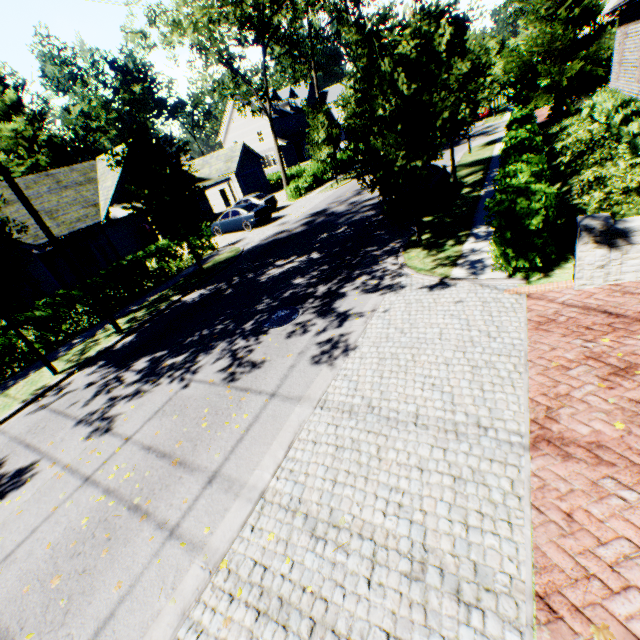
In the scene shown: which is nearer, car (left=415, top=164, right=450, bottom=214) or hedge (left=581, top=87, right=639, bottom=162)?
hedge (left=581, top=87, right=639, bottom=162)

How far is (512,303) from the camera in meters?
6.7

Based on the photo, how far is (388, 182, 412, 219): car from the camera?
12.7m

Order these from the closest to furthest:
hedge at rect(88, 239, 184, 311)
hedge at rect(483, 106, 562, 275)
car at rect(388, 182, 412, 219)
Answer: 1. hedge at rect(483, 106, 562, 275)
2. car at rect(388, 182, 412, 219)
3. hedge at rect(88, 239, 184, 311)

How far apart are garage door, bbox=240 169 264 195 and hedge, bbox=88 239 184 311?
22.0 meters

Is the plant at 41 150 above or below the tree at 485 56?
above

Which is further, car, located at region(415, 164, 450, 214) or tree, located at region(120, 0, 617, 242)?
car, located at region(415, 164, 450, 214)

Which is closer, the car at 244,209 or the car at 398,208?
the car at 398,208
